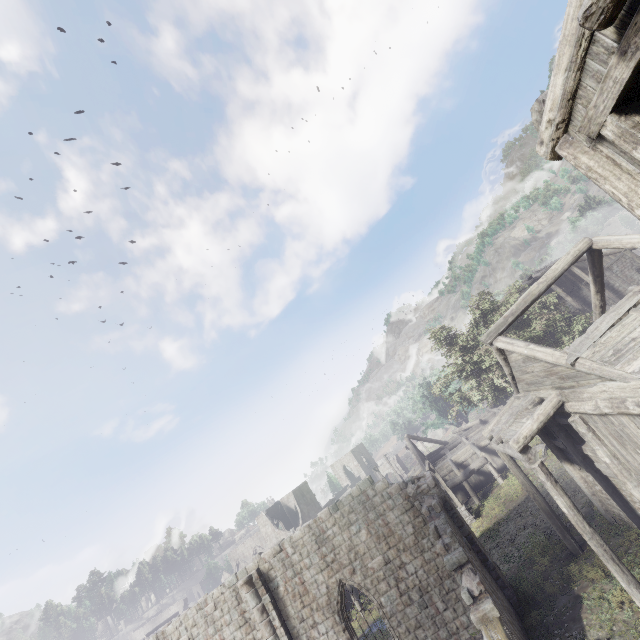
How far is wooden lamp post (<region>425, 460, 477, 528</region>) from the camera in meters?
22.0

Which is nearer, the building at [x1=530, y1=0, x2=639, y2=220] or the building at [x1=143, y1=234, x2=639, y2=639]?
the building at [x1=530, y1=0, x2=639, y2=220]

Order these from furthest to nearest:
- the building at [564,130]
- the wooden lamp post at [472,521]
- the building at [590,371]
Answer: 1. the wooden lamp post at [472,521]
2. the building at [590,371]
3. the building at [564,130]

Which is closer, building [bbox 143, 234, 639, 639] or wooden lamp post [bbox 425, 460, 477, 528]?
building [bbox 143, 234, 639, 639]

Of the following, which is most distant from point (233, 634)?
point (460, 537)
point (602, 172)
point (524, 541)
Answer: point (602, 172)

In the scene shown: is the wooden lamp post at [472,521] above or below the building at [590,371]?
below

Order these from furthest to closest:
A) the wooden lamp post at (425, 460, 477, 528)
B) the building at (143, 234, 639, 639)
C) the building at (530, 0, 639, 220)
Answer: the wooden lamp post at (425, 460, 477, 528), the building at (143, 234, 639, 639), the building at (530, 0, 639, 220)
